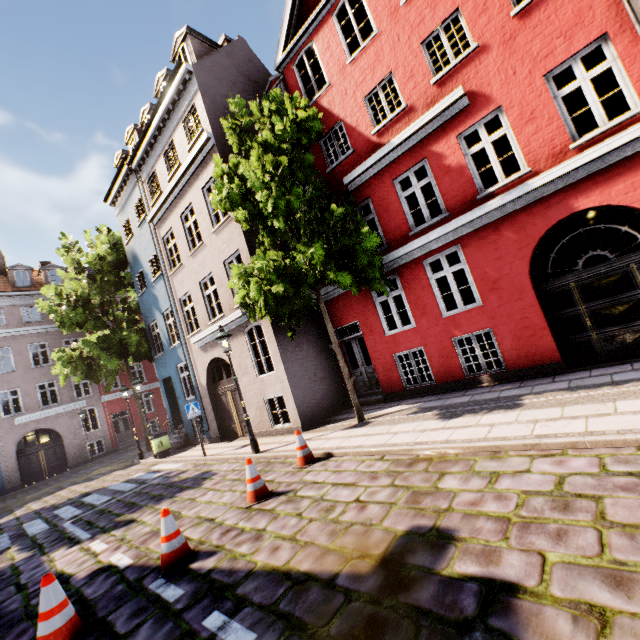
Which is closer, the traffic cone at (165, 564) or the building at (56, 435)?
the traffic cone at (165, 564)

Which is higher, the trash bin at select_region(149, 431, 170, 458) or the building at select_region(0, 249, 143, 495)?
the building at select_region(0, 249, 143, 495)

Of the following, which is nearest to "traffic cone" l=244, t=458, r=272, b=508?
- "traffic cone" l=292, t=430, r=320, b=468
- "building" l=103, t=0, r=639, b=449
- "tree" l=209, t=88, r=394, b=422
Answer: "traffic cone" l=292, t=430, r=320, b=468

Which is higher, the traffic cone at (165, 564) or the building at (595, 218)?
the building at (595, 218)

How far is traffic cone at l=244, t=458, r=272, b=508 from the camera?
5.8 meters

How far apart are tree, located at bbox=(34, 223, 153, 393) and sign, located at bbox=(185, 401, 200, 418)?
10.2 meters

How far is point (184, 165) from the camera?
12.3m

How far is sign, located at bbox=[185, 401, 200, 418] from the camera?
11.20m
